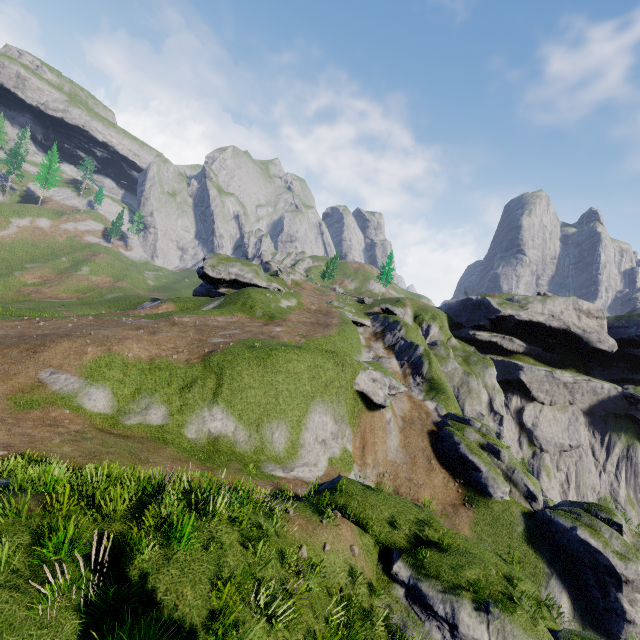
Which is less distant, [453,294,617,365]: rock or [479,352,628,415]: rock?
[479,352,628,415]: rock

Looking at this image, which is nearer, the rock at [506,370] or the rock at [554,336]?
the rock at [506,370]

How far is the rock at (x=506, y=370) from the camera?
51.0 meters

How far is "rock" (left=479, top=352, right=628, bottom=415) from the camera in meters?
51.0 m

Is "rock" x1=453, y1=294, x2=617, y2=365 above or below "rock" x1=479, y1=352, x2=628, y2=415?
above

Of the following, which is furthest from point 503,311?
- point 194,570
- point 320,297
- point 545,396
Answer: point 194,570

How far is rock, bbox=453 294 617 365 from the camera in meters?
52.9
